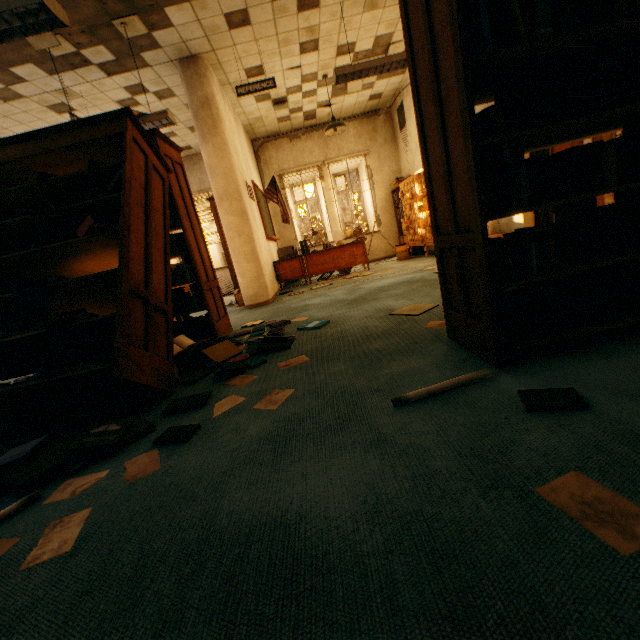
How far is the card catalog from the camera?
6.7 meters

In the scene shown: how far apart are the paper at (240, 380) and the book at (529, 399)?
1.6m

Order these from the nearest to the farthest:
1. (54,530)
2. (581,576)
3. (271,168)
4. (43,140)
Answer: (581,576), (54,530), (43,140), (271,168)

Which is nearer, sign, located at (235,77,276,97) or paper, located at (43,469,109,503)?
paper, located at (43,469,109,503)

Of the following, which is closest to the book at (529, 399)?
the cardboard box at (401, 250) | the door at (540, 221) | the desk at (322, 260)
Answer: the door at (540, 221)

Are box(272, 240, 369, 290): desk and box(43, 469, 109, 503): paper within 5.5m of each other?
no

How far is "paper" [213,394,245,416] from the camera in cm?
186

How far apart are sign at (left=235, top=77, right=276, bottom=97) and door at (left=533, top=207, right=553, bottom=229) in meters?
3.5 m
